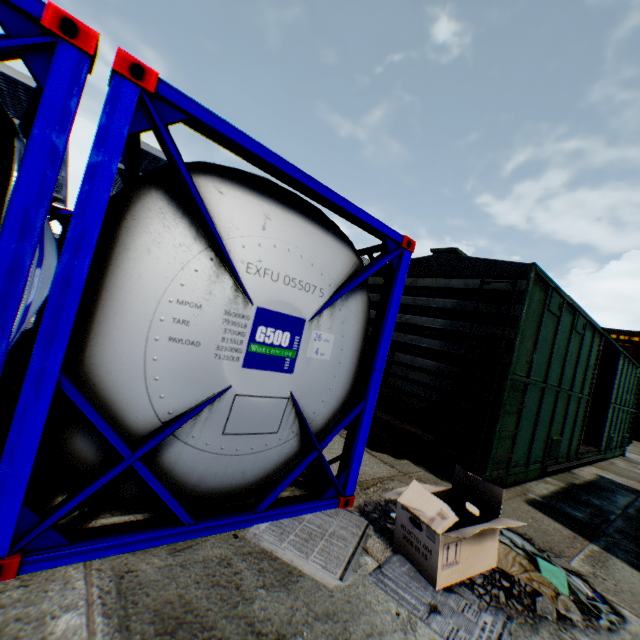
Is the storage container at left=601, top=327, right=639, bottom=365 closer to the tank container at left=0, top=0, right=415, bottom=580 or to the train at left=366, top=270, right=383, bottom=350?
the train at left=366, top=270, right=383, bottom=350

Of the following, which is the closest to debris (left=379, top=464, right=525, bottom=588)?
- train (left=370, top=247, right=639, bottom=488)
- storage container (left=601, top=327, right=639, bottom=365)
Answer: train (left=370, top=247, right=639, bottom=488)

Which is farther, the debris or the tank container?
the debris

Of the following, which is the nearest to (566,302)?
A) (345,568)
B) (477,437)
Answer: (477,437)

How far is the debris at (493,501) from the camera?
2.5 meters

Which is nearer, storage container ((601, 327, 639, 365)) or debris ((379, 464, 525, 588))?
debris ((379, 464, 525, 588))

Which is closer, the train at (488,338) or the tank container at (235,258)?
the tank container at (235,258)

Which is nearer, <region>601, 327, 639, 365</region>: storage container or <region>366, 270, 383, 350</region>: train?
<region>366, 270, 383, 350</region>: train
